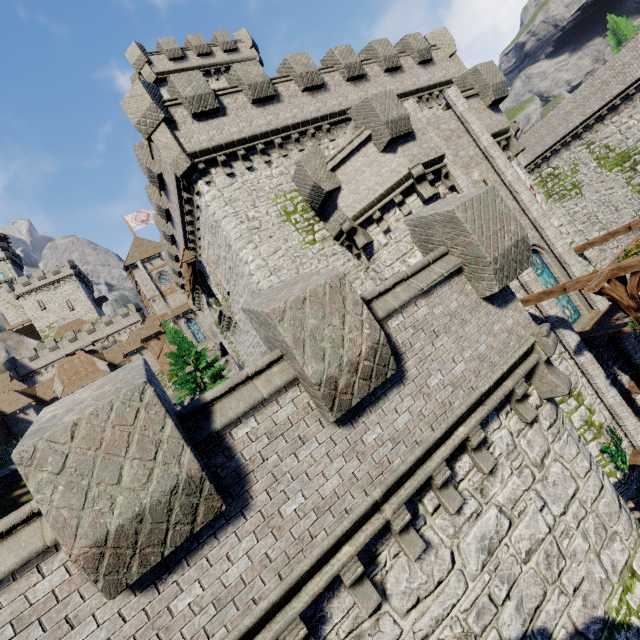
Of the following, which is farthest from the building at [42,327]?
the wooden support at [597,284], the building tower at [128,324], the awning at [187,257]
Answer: the wooden support at [597,284]

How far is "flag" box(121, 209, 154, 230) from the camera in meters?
47.3

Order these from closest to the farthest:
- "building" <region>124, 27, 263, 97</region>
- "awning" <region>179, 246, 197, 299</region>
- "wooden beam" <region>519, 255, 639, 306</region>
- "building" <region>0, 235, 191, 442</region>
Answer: "wooden beam" <region>519, 255, 639, 306</region> < "awning" <region>179, 246, 197, 299</region> < "building" <region>124, 27, 263, 97</region> < "building" <region>0, 235, 191, 442</region>

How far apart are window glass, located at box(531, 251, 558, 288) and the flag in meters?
49.3 m

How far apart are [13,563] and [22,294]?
77.6 meters

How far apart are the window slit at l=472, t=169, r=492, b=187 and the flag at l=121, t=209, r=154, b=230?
46.9 meters

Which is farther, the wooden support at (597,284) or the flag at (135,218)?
the flag at (135,218)
